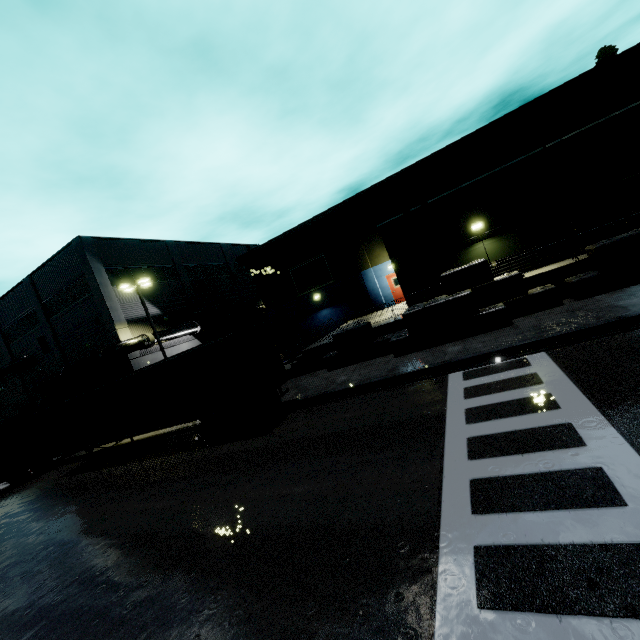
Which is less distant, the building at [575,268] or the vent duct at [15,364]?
the building at [575,268]

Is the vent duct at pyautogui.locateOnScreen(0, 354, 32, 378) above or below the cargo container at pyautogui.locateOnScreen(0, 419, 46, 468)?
above

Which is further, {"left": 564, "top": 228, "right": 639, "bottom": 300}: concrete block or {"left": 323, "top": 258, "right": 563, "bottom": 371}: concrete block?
{"left": 323, "top": 258, "right": 563, "bottom": 371}: concrete block

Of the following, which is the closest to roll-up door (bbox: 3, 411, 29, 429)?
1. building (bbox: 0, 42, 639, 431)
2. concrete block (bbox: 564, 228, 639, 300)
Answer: building (bbox: 0, 42, 639, 431)

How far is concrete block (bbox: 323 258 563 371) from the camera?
13.1 meters

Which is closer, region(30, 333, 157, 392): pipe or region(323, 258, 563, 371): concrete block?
region(323, 258, 563, 371): concrete block

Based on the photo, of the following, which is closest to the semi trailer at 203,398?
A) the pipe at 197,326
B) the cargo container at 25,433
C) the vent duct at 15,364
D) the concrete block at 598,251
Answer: the cargo container at 25,433

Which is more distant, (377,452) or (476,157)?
(476,157)
